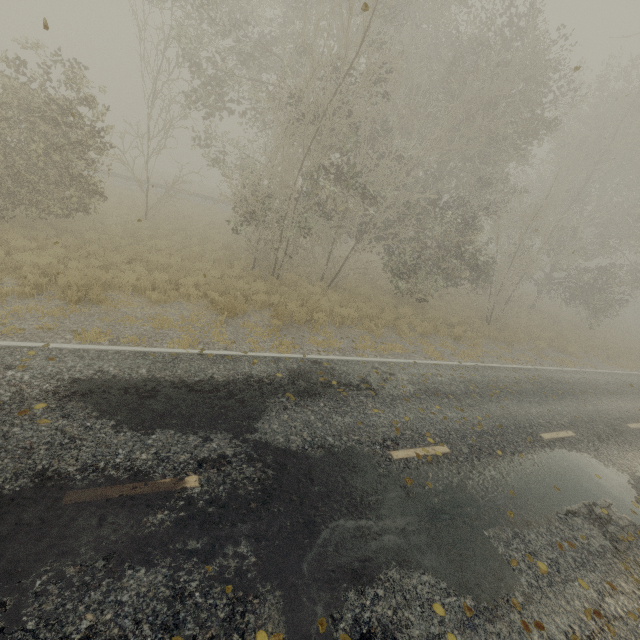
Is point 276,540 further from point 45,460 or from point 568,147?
point 568,147
